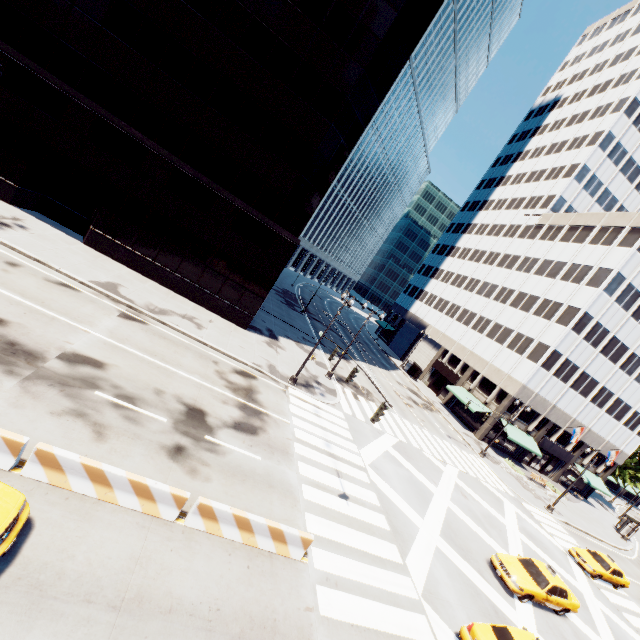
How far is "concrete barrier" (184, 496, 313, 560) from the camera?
9.3m

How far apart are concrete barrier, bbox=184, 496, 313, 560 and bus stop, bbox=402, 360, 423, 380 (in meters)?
44.85

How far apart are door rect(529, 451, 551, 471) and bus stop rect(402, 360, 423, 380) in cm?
1874

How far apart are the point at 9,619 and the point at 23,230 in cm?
2077

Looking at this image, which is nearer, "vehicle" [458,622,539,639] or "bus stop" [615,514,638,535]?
"vehicle" [458,622,539,639]

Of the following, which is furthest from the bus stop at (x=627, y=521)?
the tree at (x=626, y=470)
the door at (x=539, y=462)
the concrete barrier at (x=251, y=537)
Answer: the concrete barrier at (x=251, y=537)

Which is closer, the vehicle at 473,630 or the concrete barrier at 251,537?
the concrete barrier at 251,537

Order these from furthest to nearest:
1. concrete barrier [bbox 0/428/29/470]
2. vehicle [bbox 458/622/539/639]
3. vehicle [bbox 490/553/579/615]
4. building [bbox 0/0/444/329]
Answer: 1. building [bbox 0/0/444/329]
2. vehicle [bbox 490/553/579/615]
3. vehicle [bbox 458/622/539/639]
4. concrete barrier [bbox 0/428/29/470]
